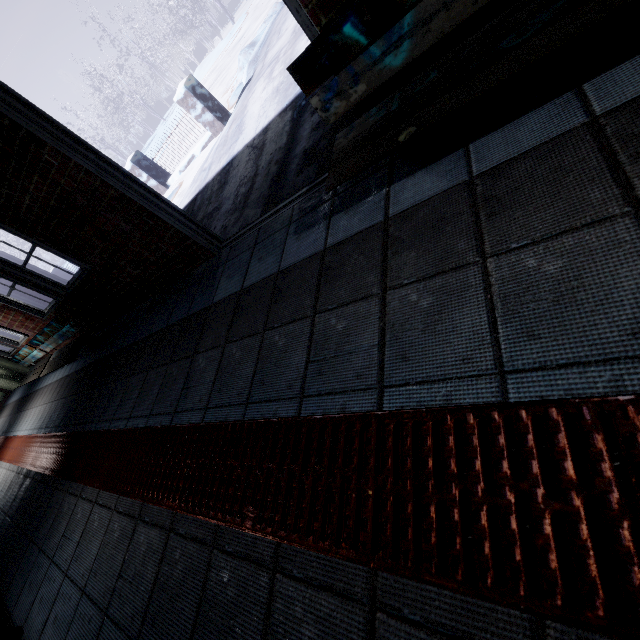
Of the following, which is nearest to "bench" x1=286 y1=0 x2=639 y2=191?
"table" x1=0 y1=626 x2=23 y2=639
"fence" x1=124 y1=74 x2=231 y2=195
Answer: "table" x1=0 y1=626 x2=23 y2=639

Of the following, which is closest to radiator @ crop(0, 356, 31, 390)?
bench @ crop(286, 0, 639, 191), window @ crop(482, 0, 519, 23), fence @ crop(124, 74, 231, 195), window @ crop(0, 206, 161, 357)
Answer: window @ crop(0, 206, 161, 357)

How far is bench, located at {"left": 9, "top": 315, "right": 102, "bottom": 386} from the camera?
3.8m

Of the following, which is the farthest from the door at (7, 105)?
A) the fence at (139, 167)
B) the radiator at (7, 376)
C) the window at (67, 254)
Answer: the radiator at (7, 376)

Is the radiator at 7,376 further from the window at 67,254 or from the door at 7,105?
the door at 7,105

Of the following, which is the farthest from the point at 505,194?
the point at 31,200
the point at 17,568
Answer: the point at 17,568

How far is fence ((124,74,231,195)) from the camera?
5.9 meters

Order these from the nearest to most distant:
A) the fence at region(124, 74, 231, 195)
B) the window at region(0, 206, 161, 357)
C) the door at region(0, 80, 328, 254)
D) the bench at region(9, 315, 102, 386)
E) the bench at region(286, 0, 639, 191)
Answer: the bench at region(286, 0, 639, 191) < the door at region(0, 80, 328, 254) < the window at region(0, 206, 161, 357) < the bench at region(9, 315, 102, 386) < the fence at region(124, 74, 231, 195)
